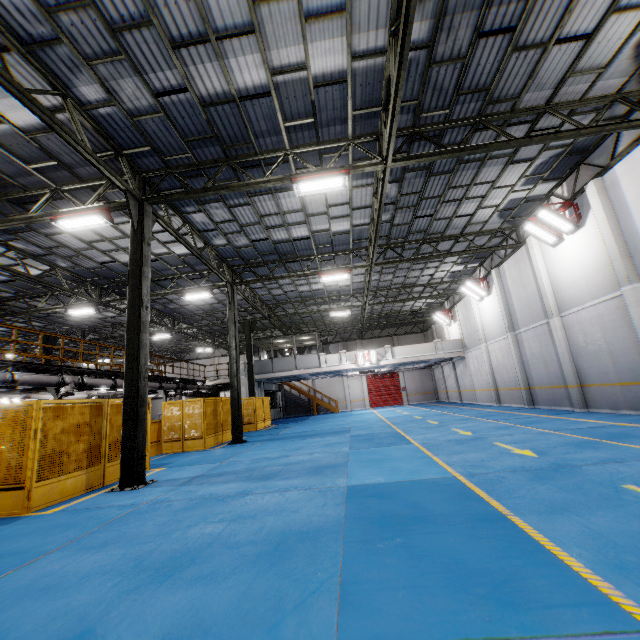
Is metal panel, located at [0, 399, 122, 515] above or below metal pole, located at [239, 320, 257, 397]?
below

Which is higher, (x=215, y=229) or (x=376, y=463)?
(x=215, y=229)

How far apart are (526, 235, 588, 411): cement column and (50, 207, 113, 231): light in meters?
17.0

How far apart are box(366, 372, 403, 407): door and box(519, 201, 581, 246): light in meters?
26.4 m

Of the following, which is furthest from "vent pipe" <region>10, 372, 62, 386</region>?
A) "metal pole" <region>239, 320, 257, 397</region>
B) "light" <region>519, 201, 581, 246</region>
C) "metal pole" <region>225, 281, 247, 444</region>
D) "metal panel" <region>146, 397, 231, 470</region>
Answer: "light" <region>519, 201, 581, 246</region>

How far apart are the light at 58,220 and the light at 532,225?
15.33m

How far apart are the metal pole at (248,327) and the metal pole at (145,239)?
14.2 meters

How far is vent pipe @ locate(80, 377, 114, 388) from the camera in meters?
14.4 m
